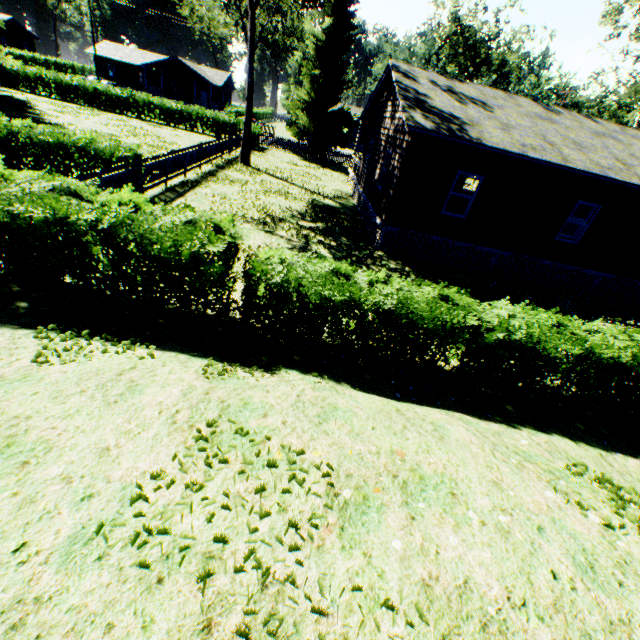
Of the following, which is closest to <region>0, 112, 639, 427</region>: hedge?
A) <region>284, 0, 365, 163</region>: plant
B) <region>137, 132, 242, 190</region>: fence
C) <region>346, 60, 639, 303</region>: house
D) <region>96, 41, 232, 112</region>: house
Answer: <region>284, 0, 365, 163</region>: plant

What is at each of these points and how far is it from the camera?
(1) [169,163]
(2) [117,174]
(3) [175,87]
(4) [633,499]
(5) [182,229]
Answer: (1) fence, 14.4m
(2) fence, 10.5m
(3) house, 54.7m
(4) plant, 3.8m
(5) hedge, 5.4m

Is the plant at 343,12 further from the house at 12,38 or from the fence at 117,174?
the house at 12,38

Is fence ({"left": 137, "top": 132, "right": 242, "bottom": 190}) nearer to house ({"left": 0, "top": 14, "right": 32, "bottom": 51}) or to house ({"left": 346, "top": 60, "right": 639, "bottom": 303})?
house ({"left": 346, "top": 60, "right": 639, "bottom": 303})

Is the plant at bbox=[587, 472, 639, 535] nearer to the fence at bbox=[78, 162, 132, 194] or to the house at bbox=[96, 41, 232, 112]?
the fence at bbox=[78, 162, 132, 194]

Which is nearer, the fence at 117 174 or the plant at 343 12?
the fence at 117 174

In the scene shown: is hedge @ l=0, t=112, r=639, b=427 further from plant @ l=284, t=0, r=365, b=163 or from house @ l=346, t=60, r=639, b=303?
house @ l=346, t=60, r=639, b=303

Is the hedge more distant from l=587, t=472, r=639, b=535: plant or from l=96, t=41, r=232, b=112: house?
l=96, t=41, r=232, b=112: house
